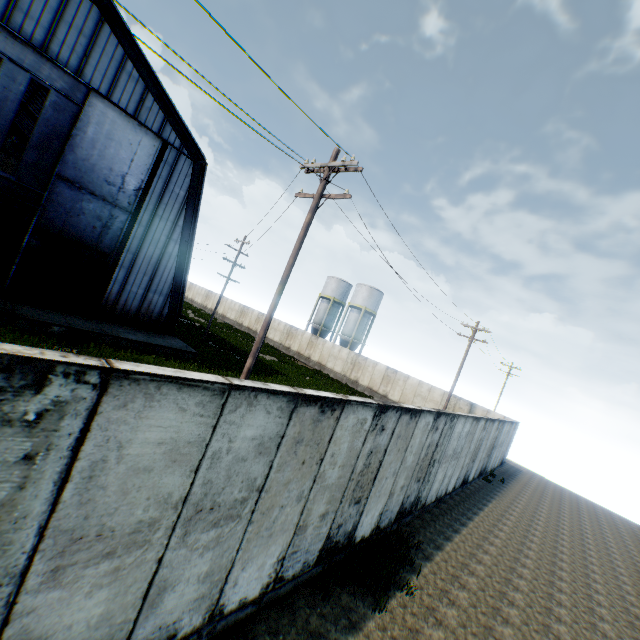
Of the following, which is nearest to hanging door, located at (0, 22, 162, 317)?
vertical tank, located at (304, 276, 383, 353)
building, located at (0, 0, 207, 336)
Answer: building, located at (0, 0, 207, 336)

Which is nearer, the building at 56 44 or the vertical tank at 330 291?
the building at 56 44

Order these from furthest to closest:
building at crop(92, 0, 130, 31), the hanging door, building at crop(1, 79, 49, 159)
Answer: building at crop(1, 79, 49, 159), building at crop(92, 0, 130, 31), the hanging door

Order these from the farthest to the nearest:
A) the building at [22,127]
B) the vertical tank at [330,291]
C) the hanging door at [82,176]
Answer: the vertical tank at [330,291], the building at [22,127], the hanging door at [82,176]

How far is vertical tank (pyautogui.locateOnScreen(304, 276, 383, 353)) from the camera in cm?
4356

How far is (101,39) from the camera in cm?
1494
